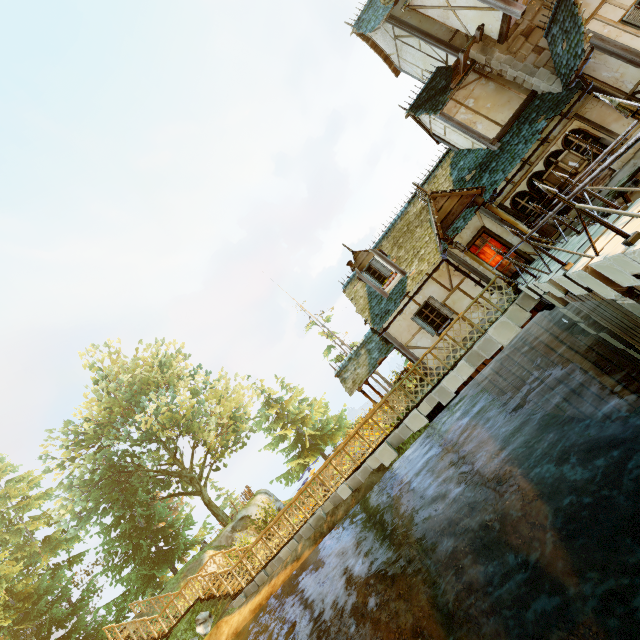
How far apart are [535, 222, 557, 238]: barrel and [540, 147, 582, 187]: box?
0.96m

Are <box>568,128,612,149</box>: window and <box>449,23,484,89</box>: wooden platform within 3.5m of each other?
no

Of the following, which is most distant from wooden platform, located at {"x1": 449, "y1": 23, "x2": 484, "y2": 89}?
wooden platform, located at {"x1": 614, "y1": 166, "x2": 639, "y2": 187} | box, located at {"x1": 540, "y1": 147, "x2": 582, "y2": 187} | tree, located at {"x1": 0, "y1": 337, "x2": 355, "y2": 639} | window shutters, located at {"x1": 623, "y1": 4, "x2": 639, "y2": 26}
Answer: tree, located at {"x1": 0, "y1": 337, "x2": 355, "y2": 639}

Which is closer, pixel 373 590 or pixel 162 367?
pixel 373 590

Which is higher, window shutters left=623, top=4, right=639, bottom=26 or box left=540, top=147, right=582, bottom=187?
window shutters left=623, top=4, right=639, bottom=26

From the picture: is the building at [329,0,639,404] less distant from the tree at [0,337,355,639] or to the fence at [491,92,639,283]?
the fence at [491,92,639,283]

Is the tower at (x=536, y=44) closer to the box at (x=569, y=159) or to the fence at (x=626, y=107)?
the box at (x=569, y=159)

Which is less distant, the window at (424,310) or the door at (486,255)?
the door at (486,255)
